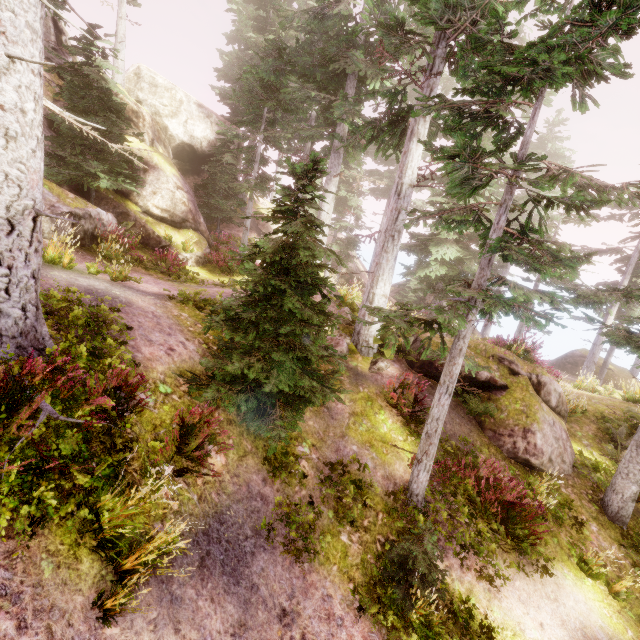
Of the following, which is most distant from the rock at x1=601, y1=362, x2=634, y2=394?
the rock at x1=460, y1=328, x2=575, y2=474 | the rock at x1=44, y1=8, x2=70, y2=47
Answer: the rock at x1=44, y1=8, x2=70, y2=47

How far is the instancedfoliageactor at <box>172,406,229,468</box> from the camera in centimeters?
486cm

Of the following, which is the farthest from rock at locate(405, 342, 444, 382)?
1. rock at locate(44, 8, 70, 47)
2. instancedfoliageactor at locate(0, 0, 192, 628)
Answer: rock at locate(44, 8, 70, 47)

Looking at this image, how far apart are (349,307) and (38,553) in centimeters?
1079cm

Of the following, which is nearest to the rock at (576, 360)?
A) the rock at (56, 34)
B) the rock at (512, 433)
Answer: the rock at (512, 433)

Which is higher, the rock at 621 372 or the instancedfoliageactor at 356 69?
the instancedfoliageactor at 356 69

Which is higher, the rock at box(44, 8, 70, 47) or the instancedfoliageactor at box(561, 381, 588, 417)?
the rock at box(44, 8, 70, 47)

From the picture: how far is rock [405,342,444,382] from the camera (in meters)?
10.70
